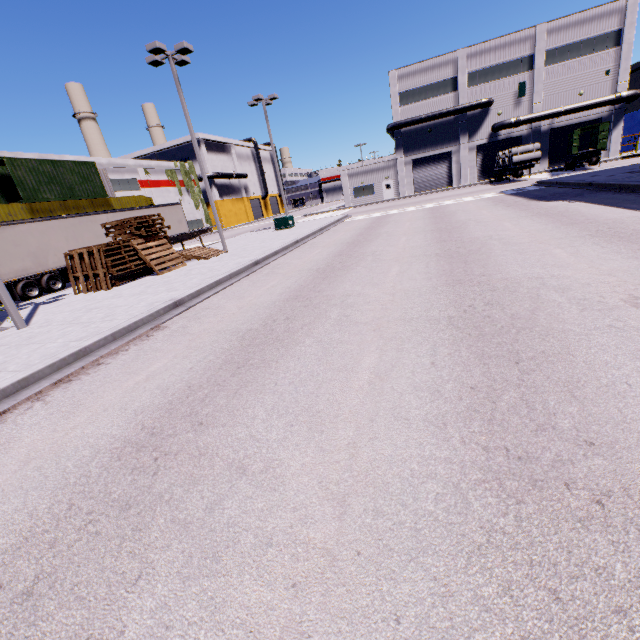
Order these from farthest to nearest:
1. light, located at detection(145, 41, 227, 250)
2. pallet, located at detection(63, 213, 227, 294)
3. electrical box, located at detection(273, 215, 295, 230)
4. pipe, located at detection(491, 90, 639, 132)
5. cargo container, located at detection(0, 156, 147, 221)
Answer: pipe, located at detection(491, 90, 639, 132)
electrical box, located at detection(273, 215, 295, 230)
cargo container, located at detection(0, 156, 147, 221)
light, located at detection(145, 41, 227, 250)
pallet, located at detection(63, 213, 227, 294)

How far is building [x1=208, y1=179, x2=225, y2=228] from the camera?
57.2m

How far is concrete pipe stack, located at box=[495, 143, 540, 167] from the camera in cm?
3034

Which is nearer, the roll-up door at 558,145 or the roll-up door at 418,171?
the roll-up door at 558,145

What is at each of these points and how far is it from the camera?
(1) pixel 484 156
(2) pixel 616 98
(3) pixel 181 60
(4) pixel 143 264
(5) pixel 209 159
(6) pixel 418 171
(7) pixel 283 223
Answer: (1) roll-up door, 41.4m
(2) pipe, 34.6m
(3) light, 16.4m
(4) pallet, 15.5m
(5) building, 57.3m
(6) roll-up door, 44.1m
(7) electrical box, 27.0m

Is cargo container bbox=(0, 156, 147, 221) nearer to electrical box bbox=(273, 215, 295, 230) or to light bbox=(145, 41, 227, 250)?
electrical box bbox=(273, 215, 295, 230)

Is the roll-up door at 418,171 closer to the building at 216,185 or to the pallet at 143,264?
the building at 216,185

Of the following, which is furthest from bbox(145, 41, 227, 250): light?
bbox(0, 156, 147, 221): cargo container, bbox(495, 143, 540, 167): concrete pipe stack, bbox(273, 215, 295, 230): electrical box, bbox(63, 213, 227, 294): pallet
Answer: bbox(495, 143, 540, 167): concrete pipe stack
